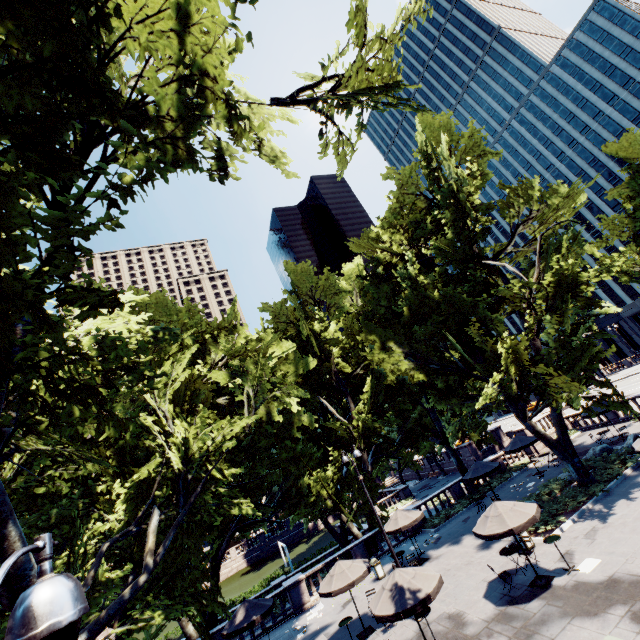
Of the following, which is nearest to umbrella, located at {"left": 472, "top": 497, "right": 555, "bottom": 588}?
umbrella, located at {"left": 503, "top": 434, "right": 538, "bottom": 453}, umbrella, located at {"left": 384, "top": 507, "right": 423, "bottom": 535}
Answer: umbrella, located at {"left": 384, "top": 507, "right": 423, "bottom": 535}

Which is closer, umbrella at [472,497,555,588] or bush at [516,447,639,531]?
umbrella at [472,497,555,588]

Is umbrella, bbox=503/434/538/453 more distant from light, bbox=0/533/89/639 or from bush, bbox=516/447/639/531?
light, bbox=0/533/89/639

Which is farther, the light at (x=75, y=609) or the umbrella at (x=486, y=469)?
the umbrella at (x=486, y=469)

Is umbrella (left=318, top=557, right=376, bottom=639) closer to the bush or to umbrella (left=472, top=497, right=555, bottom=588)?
umbrella (left=472, top=497, right=555, bottom=588)

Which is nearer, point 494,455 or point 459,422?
point 459,422

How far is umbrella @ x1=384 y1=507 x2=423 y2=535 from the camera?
19.2m

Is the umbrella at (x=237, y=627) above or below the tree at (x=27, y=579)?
below
